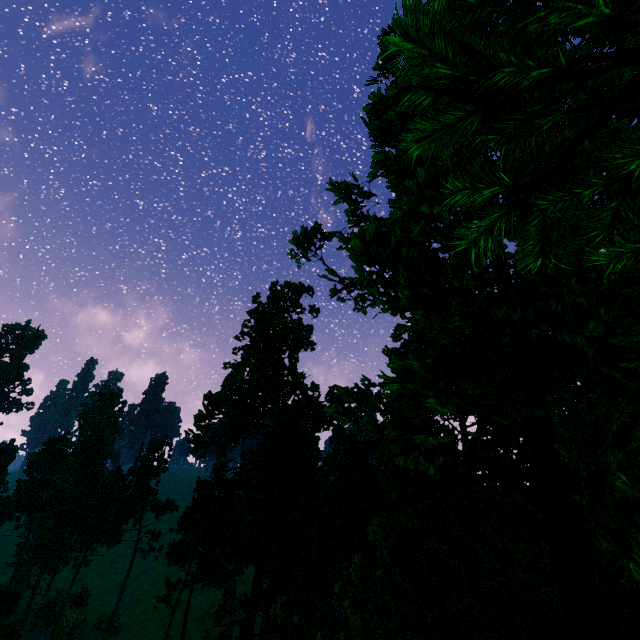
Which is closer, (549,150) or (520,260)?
(520,260)

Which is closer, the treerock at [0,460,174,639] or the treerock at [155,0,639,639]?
the treerock at [155,0,639,639]

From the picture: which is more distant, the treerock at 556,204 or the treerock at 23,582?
the treerock at 23,582
